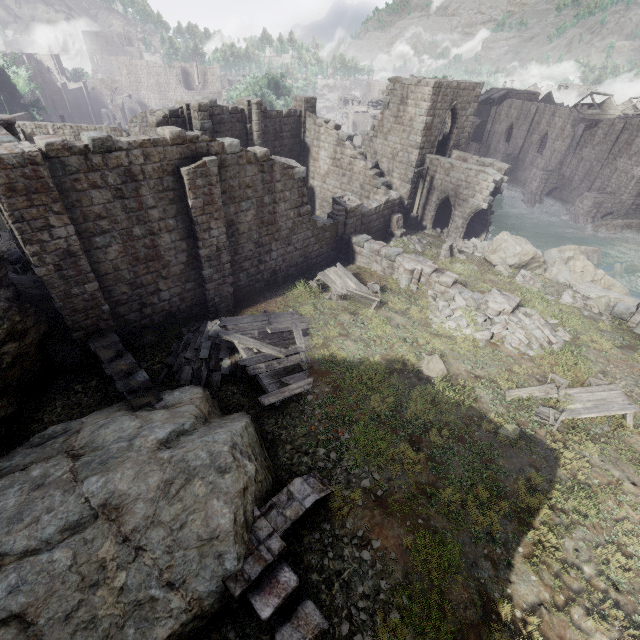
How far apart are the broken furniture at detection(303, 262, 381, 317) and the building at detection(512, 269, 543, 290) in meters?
8.1

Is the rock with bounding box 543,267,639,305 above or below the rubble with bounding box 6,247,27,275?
below

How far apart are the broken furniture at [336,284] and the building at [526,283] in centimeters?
810cm

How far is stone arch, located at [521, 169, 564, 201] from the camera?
42.2 meters

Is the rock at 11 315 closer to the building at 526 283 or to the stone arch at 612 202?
the building at 526 283

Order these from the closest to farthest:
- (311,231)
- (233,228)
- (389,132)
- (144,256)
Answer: (144,256) → (233,228) → (311,231) → (389,132)

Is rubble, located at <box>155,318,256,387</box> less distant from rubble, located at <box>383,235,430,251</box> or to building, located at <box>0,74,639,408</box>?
building, located at <box>0,74,639,408</box>

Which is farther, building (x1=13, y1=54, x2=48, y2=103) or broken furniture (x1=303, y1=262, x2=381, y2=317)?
building (x1=13, y1=54, x2=48, y2=103)
